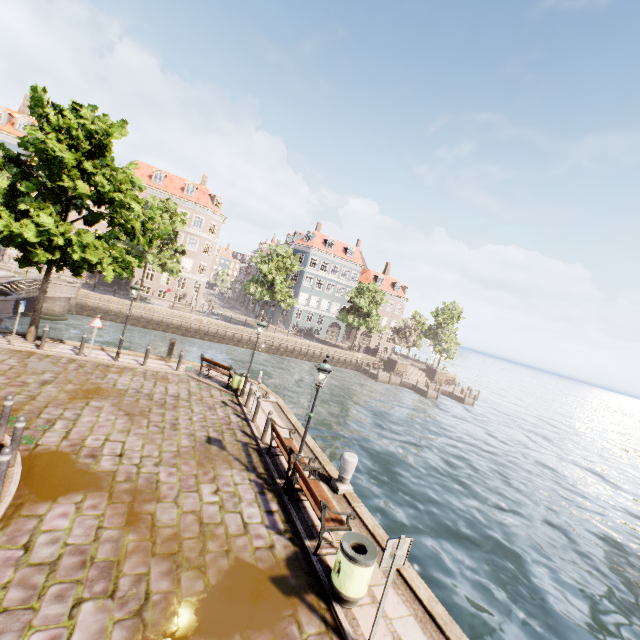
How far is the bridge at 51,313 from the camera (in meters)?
26.94

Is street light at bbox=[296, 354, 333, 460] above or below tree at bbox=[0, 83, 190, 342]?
below

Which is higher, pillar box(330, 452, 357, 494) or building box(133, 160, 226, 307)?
building box(133, 160, 226, 307)

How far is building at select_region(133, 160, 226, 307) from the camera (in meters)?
42.16

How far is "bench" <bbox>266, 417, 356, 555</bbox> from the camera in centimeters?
677cm

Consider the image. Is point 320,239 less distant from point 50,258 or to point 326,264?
point 326,264

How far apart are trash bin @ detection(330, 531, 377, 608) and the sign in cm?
74

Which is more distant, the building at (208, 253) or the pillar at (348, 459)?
the building at (208, 253)
